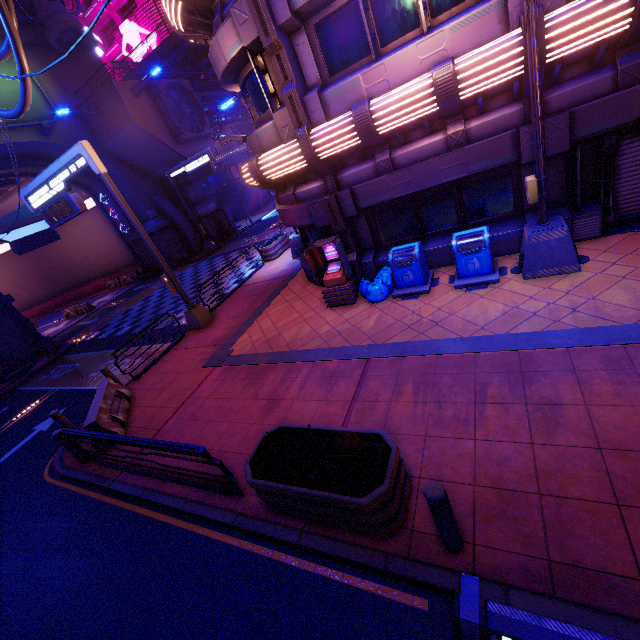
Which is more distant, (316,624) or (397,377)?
(397,377)

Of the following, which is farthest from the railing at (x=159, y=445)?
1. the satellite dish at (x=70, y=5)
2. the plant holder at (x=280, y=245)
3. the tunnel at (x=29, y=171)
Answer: the satellite dish at (x=70, y=5)

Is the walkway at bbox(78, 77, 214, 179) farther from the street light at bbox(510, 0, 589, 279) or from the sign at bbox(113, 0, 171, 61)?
the street light at bbox(510, 0, 589, 279)

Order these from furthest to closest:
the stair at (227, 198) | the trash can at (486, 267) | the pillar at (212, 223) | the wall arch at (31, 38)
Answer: the stair at (227, 198), the pillar at (212, 223), the wall arch at (31, 38), the trash can at (486, 267)

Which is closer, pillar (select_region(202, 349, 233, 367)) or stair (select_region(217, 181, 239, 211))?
pillar (select_region(202, 349, 233, 367))

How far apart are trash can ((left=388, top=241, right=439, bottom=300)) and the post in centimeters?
582cm

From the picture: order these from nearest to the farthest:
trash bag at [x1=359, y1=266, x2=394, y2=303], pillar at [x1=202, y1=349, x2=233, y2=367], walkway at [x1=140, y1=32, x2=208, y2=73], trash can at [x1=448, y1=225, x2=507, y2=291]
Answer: trash can at [x1=448, y1=225, x2=507, y2=291]
trash bag at [x1=359, y1=266, x2=394, y2=303]
pillar at [x1=202, y1=349, x2=233, y2=367]
walkway at [x1=140, y1=32, x2=208, y2=73]

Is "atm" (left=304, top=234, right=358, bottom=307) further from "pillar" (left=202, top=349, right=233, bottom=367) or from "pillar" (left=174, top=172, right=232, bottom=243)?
"pillar" (left=174, top=172, right=232, bottom=243)
